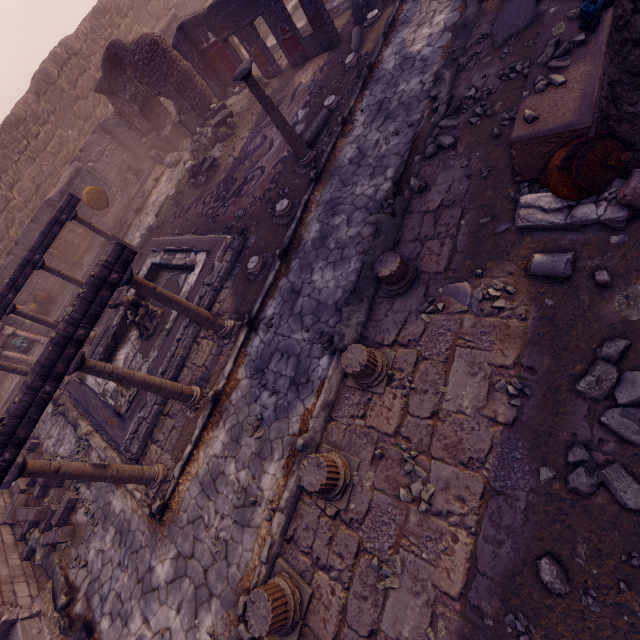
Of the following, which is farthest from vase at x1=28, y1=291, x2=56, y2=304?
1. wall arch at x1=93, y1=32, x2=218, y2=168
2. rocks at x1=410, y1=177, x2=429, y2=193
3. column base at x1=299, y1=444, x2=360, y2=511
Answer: rocks at x1=410, y1=177, x2=429, y2=193

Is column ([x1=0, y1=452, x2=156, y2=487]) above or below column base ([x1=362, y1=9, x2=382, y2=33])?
above

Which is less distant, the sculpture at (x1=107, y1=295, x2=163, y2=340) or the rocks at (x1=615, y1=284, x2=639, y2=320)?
the rocks at (x1=615, y1=284, x2=639, y2=320)

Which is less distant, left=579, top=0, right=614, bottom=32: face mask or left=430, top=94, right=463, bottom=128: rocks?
left=579, top=0, right=614, bottom=32: face mask

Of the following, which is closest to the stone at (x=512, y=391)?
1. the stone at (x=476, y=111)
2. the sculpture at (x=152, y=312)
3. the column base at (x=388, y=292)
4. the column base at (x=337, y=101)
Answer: the column base at (x=388, y=292)

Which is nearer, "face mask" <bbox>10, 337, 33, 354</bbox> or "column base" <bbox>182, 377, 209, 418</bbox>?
"column base" <bbox>182, 377, 209, 418</bbox>

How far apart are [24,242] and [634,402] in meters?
19.9 m

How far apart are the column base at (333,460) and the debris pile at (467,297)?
2.55m
